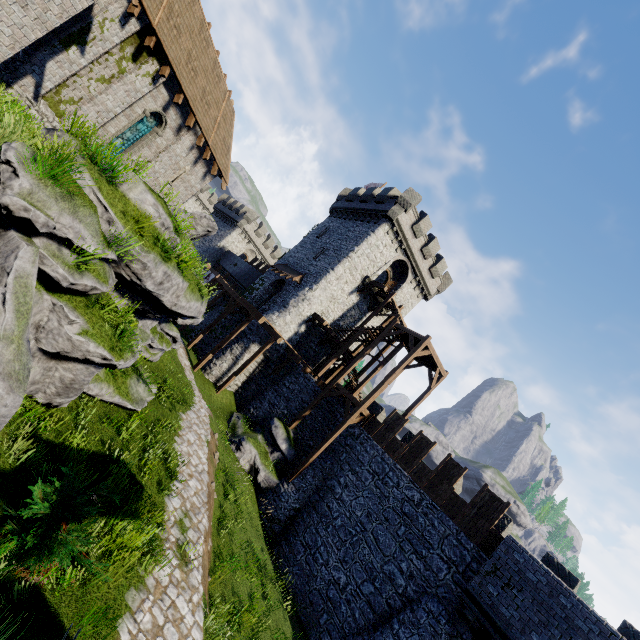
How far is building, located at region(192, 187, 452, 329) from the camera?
27.9 meters

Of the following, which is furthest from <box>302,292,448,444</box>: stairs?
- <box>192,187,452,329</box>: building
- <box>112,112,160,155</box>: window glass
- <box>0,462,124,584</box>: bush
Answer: <box>112,112,160,155</box>: window glass

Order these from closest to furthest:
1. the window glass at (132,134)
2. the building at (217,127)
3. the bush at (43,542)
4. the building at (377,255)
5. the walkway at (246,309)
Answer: the bush at (43,542)
the building at (217,127)
the window glass at (132,134)
the walkway at (246,309)
the building at (377,255)

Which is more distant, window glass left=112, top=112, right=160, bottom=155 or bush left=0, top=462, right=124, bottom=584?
window glass left=112, top=112, right=160, bottom=155

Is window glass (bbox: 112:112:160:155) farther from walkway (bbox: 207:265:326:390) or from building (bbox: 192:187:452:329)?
building (bbox: 192:187:452:329)

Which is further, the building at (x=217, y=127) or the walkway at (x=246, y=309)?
the walkway at (x=246, y=309)

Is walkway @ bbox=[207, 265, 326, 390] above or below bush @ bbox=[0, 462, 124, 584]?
above

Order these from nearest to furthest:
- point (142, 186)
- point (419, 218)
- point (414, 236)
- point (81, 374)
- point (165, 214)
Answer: point (81, 374) < point (142, 186) < point (165, 214) < point (419, 218) < point (414, 236)
